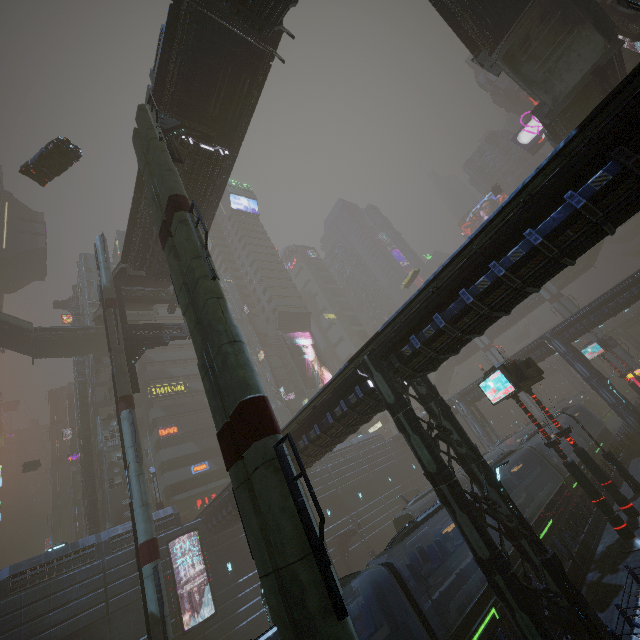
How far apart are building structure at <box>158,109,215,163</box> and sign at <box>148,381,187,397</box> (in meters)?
36.48

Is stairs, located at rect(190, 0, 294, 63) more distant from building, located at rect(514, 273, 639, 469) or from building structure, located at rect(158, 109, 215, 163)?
building, located at rect(514, 273, 639, 469)

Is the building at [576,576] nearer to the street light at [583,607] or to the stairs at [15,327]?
the street light at [583,607]

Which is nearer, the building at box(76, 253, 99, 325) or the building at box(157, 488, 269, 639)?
the building at box(157, 488, 269, 639)

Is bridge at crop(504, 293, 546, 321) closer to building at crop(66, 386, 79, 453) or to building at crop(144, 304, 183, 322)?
building at crop(144, 304, 183, 322)

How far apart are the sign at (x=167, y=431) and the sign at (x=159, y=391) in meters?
4.3

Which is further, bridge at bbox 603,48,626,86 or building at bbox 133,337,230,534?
building at bbox 133,337,230,534

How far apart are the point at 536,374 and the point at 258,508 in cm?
1898
